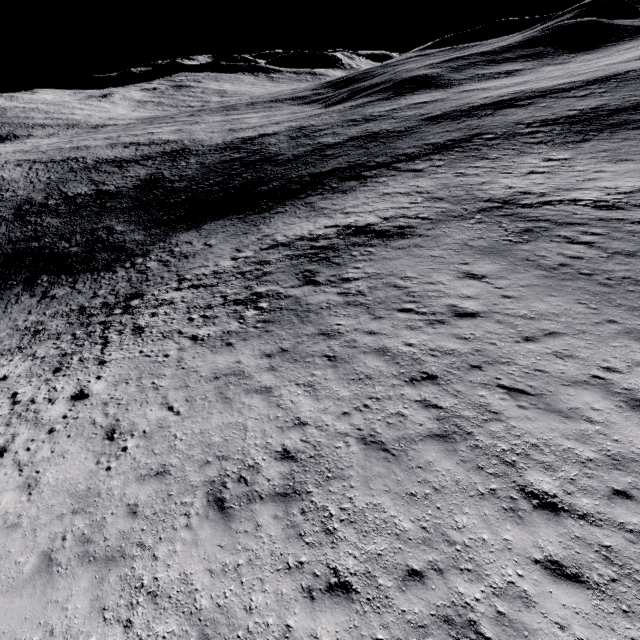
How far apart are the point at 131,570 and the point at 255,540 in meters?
2.8 m
